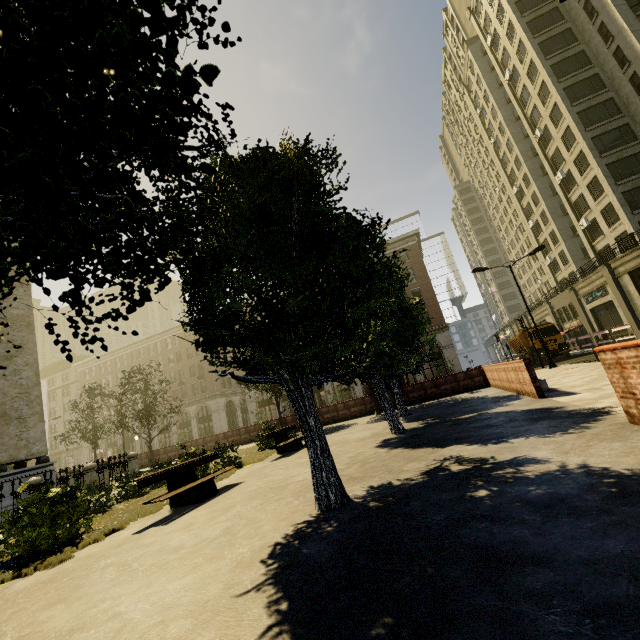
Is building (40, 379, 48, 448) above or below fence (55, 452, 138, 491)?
above

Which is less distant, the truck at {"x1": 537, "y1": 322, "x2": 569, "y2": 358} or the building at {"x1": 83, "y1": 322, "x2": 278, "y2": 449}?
the truck at {"x1": 537, "y1": 322, "x2": 569, "y2": 358}

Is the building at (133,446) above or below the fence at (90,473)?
above

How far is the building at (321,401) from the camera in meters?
43.3

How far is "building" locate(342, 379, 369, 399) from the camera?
42.0m

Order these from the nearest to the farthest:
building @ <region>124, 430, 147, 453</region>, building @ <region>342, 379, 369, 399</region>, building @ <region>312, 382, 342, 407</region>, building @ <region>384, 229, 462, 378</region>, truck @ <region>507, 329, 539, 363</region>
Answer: truck @ <region>507, 329, 539, 363</region> → building @ <region>384, 229, 462, 378</region> → building @ <region>342, 379, 369, 399</region> → building @ <region>312, 382, 342, 407</region> → building @ <region>124, 430, 147, 453</region>

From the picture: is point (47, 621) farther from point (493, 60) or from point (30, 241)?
point (493, 60)

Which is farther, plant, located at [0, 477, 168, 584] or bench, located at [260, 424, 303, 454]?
bench, located at [260, 424, 303, 454]
